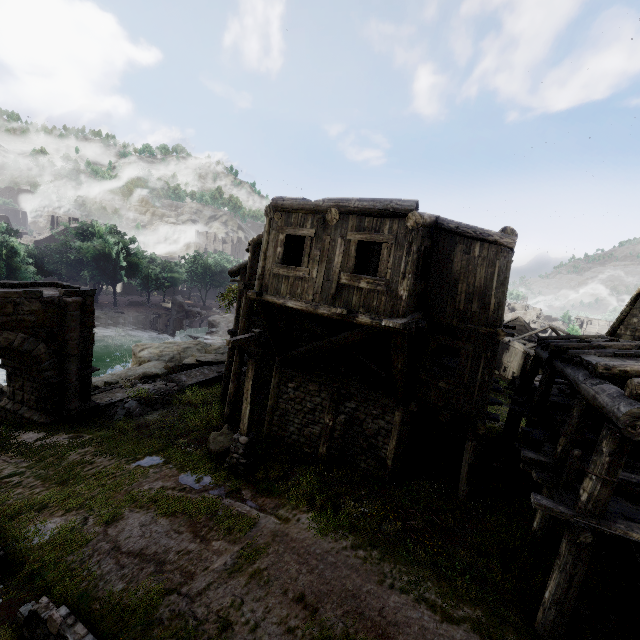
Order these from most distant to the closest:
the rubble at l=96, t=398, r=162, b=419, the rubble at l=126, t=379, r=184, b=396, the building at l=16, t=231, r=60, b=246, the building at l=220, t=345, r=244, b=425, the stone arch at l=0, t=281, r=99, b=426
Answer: the building at l=16, t=231, r=60, b=246 → the rubble at l=126, t=379, r=184, b=396 → the rubble at l=96, t=398, r=162, b=419 → the building at l=220, t=345, r=244, b=425 → the stone arch at l=0, t=281, r=99, b=426

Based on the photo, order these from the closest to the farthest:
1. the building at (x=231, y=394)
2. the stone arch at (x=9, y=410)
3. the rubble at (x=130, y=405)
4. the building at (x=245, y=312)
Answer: the building at (x=245, y=312) → the stone arch at (x=9, y=410) → the building at (x=231, y=394) → the rubble at (x=130, y=405)

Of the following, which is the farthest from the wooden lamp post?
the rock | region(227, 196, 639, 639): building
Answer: the rock

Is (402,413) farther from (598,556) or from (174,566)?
(174,566)

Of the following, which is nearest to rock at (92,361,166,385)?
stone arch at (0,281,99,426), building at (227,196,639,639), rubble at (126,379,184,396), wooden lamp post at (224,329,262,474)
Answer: stone arch at (0,281,99,426)

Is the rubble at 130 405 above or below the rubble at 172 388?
above

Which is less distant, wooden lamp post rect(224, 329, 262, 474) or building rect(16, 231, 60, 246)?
wooden lamp post rect(224, 329, 262, 474)

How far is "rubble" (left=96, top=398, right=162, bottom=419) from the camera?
15.3 meters
